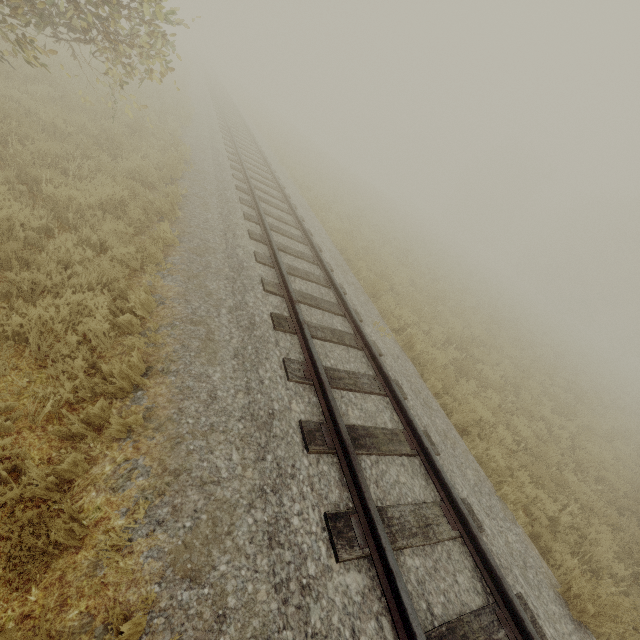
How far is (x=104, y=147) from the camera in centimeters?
689cm
